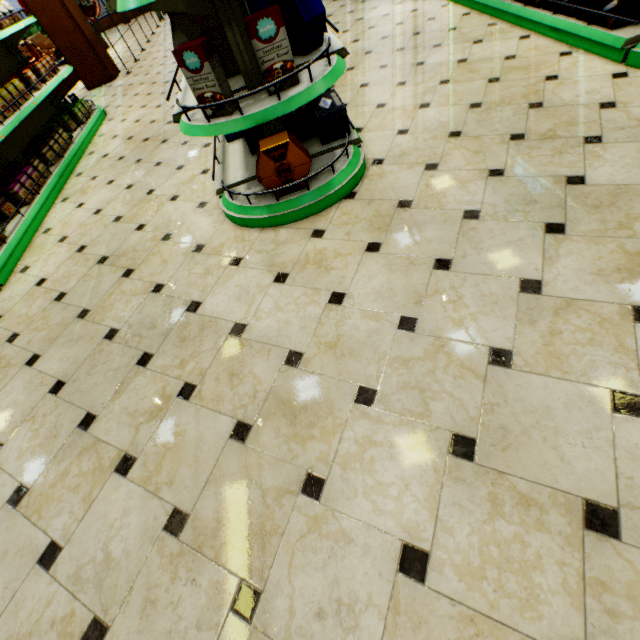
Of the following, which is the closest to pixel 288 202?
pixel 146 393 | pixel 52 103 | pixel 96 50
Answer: pixel 146 393

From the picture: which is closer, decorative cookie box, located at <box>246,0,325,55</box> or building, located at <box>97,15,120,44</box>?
decorative cookie box, located at <box>246,0,325,55</box>

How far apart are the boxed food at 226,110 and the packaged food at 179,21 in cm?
28

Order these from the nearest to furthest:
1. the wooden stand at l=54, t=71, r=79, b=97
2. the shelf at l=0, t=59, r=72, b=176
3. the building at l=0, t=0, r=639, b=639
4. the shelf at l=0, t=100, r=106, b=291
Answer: the building at l=0, t=0, r=639, b=639 → the shelf at l=0, t=100, r=106, b=291 → the shelf at l=0, t=59, r=72, b=176 → the wooden stand at l=54, t=71, r=79, b=97

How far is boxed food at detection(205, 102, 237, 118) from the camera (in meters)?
1.91

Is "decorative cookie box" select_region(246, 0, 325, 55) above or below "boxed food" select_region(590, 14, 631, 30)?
above

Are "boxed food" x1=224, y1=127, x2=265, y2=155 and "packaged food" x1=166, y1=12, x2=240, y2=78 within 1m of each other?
yes

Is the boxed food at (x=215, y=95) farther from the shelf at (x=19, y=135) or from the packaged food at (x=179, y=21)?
the shelf at (x=19, y=135)
